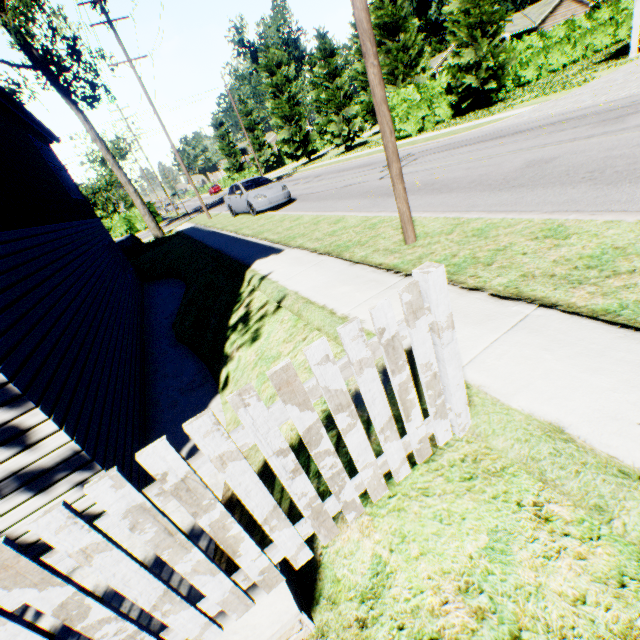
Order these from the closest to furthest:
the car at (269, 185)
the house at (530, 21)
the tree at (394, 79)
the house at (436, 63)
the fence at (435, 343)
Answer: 1. the fence at (435, 343)
2. the car at (269, 185)
3. the tree at (394, 79)
4. the house at (530, 21)
5. the house at (436, 63)

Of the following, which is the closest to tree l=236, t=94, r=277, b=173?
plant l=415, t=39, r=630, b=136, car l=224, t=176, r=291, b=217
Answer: car l=224, t=176, r=291, b=217

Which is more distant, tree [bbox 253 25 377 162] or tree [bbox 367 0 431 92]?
tree [bbox 253 25 377 162]

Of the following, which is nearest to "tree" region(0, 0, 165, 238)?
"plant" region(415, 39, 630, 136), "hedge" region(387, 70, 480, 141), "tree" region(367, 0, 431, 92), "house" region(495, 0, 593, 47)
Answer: "tree" region(367, 0, 431, 92)

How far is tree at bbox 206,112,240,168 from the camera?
56.9m

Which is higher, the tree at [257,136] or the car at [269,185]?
the tree at [257,136]

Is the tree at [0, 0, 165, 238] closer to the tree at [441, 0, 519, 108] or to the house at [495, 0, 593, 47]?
the tree at [441, 0, 519, 108]

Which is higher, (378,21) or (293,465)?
(378,21)
